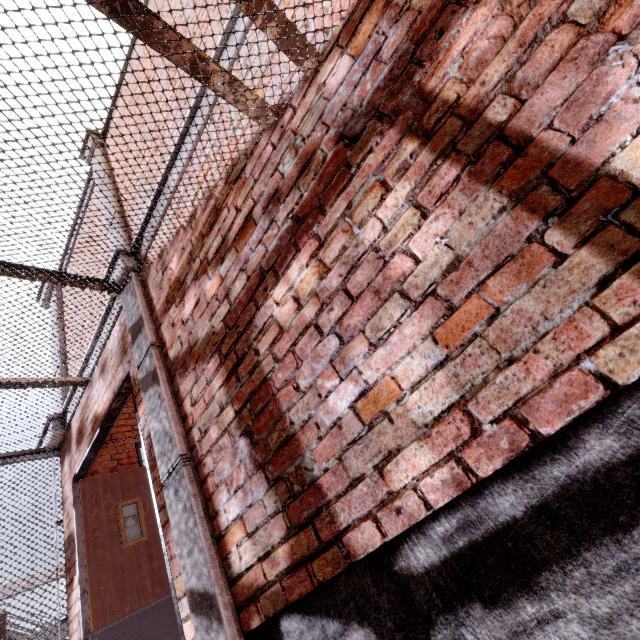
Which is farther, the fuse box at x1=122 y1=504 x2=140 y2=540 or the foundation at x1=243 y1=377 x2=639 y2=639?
the fuse box at x1=122 y1=504 x2=140 y2=540

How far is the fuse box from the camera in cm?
397

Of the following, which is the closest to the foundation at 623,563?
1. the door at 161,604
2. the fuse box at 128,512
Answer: the door at 161,604

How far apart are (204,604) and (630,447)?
2.05m

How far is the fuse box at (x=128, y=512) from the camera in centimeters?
397cm

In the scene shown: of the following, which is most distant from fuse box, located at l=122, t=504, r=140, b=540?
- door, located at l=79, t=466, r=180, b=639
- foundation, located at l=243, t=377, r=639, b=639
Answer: foundation, located at l=243, t=377, r=639, b=639

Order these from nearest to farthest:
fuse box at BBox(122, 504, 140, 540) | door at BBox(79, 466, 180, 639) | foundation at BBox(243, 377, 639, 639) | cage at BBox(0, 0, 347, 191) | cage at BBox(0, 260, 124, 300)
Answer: foundation at BBox(243, 377, 639, 639), cage at BBox(0, 0, 347, 191), cage at BBox(0, 260, 124, 300), door at BBox(79, 466, 180, 639), fuse box at BBox(122, 504, 140, 540)

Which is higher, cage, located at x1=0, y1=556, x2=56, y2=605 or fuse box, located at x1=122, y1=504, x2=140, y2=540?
fuse box, located at x1=122, y1=504, x2=140, y2=540
